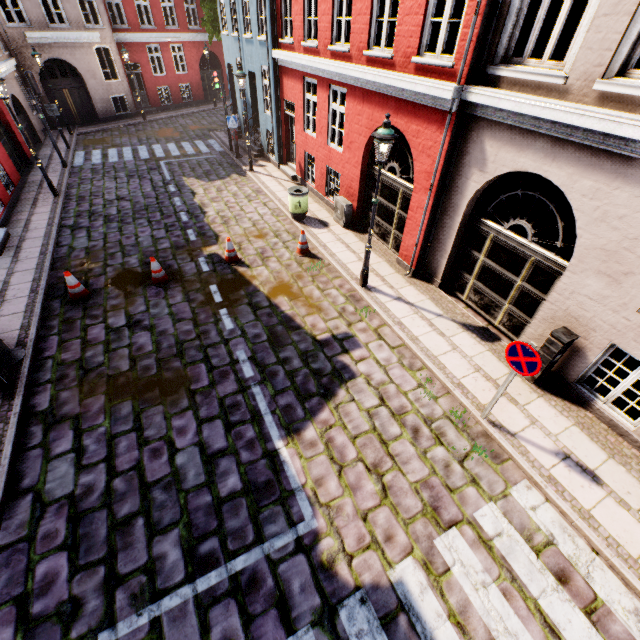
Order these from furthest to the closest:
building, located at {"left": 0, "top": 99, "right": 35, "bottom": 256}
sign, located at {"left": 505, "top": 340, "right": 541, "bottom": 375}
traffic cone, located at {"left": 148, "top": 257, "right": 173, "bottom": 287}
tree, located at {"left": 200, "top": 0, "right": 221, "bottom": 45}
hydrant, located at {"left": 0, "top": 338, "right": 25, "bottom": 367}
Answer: tree, located at {"left": 200, "top": 0, "right": 221, "bottom": 45}
building, located at {"left": 0, "top": 99, "right": 35, "bottom": 256}
traffic cone, located at {"left": 148, "top": 257, "right": 173, "bottom": 287}
hydrant, located at {"left": 0, "top": 338, "right": 25, "bottom": 367}
sign, located at {"left": 505, "top": 340, "right": 541, "bottom": 375}

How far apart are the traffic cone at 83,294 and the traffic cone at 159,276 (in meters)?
1.28

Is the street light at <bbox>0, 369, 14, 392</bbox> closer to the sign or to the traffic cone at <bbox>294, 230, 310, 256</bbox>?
the traffic cone at <bbox>294, 230, 310, 256</bbox>

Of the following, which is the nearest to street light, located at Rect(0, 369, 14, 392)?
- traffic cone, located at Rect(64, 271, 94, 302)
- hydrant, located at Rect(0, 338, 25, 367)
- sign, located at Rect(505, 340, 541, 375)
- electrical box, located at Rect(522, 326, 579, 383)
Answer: hydrant, located at Rect(0, 338, 25, 367)

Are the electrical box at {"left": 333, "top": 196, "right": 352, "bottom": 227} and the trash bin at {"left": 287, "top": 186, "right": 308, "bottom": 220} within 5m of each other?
yes

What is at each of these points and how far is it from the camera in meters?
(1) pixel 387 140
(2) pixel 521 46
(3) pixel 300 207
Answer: (1) street light, 6.2 m
(2) building, 6.2 m
(3) trash bin, 11.1 m

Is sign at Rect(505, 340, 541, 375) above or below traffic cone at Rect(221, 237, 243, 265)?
above

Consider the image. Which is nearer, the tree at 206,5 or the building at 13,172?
the building at 13,172
